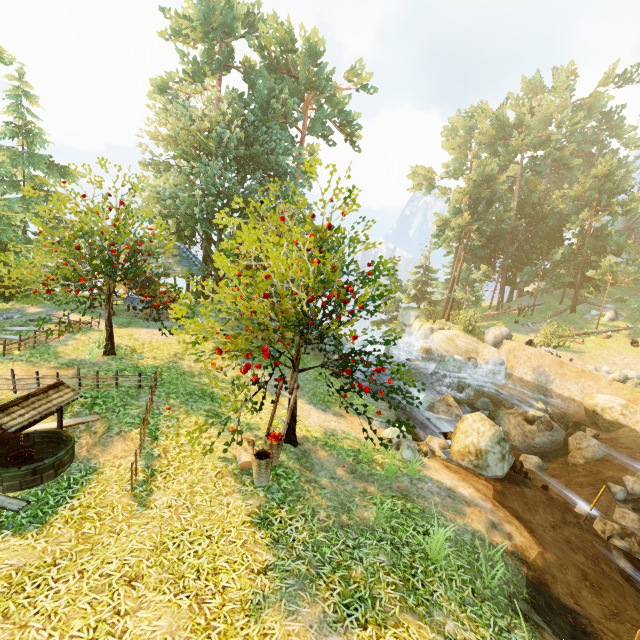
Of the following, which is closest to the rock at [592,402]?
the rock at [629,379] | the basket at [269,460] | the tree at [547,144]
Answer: the rock at [629,379]

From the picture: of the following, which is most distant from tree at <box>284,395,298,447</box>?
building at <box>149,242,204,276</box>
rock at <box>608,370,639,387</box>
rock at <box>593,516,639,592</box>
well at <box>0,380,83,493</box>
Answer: rock at <box>608,370,639,387</box>

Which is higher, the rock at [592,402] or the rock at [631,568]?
the rock at [592,402]

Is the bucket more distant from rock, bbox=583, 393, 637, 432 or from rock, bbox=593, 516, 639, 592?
rock, bbox=583, 393, 637, 432

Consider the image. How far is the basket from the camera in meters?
7.0 m

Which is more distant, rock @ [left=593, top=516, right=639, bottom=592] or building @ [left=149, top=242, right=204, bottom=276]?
building @ [left=149, top=242, right=204, bottom=276]

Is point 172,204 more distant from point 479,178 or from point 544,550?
point 479,178

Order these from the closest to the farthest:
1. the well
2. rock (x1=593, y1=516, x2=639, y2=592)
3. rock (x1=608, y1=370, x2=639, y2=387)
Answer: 1. the well
2. rock (x1=593, y1=516, x2=639, y2=592)
3. rock (x1=608, y1=370, x2=639, y2=387)
